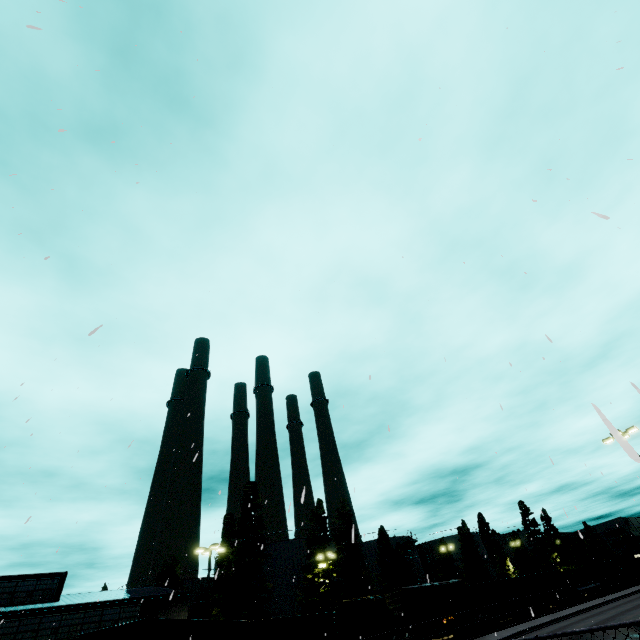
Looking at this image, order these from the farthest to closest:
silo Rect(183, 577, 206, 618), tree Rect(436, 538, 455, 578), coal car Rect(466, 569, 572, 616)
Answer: tree Rect(436, 538, 455, 578), silo Rect(183, 577, 206, 618), coal car Rect(466, 569, 572, 616)

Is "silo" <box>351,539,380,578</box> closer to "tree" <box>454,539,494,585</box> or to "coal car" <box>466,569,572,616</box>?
"tree" <box>454,539,494,585</box>

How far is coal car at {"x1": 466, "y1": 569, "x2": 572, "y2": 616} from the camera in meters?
39.0

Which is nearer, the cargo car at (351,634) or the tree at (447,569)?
the cargo car at (351,634)

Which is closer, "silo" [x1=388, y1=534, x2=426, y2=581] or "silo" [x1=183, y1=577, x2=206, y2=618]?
"silo" [x1=183, y1=577, x2=206, y2=618]

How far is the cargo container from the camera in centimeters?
5272cm

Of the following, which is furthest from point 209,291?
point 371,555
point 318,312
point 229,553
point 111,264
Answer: point 371,555

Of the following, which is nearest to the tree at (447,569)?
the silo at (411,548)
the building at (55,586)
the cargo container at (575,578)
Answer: the silo at (411,548)
